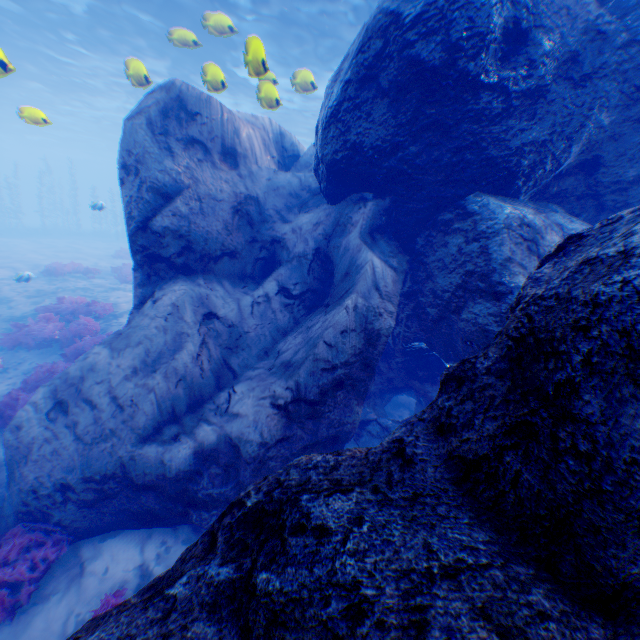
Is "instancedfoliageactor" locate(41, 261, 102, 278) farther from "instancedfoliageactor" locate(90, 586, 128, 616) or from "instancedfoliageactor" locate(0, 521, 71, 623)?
"instancedfoliageactor" locate(90, 586, 128, 616)

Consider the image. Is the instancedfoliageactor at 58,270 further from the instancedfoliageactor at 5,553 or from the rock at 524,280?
the instancedfoliageactor at 5,553

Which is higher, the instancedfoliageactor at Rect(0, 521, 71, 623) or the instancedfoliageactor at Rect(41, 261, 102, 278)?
the instancedfoliageactor at Rect(41, 261, 102, 278)

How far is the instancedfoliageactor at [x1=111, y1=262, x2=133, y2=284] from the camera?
17.27m

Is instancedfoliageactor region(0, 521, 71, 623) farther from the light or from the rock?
the light

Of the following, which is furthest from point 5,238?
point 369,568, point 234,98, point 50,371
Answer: point 369,568

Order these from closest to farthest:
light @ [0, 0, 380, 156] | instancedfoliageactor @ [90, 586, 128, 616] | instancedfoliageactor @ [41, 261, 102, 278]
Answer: instancedfoliageactor @ [90, 586, 128, 616] < light @ [0, 0, 380, 156] < instancedfoliageactor @ [41, 261, 102, 278]

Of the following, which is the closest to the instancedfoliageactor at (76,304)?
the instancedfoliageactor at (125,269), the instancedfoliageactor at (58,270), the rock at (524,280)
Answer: the rock at (524,280)
